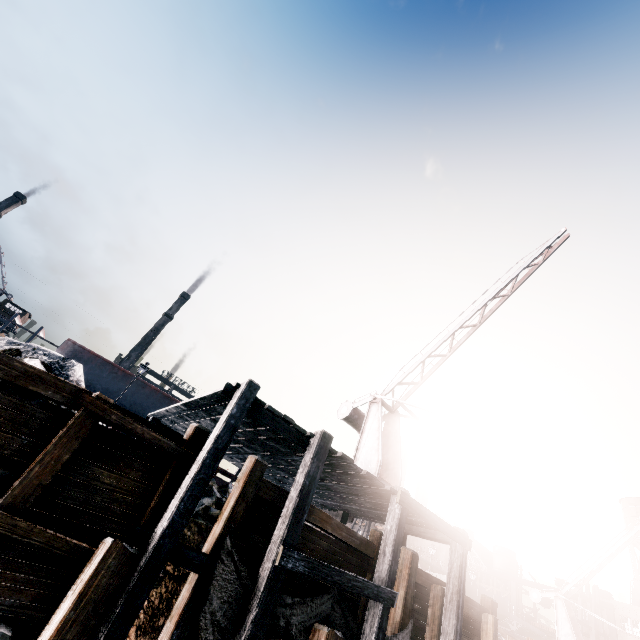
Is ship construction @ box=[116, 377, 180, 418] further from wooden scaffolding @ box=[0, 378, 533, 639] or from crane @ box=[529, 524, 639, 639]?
crane @ box=[529, 524, 639, 639]

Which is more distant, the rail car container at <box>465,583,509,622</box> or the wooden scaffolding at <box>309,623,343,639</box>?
the rail car container at <box>465,583,509,622</box>

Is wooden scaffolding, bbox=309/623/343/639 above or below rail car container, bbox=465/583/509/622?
below

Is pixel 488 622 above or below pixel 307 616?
above

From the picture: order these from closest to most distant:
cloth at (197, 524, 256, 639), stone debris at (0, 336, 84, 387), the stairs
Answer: cloth at (197, 524, 256, 639) → stone debris at (0, 336, 84, 387) → the stairs

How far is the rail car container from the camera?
24.8 meters

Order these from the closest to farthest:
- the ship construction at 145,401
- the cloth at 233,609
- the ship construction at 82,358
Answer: the cloth at 233,609 < the ship construction at 82,358 < the ship construction at 145,401

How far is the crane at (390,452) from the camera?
12.58m
